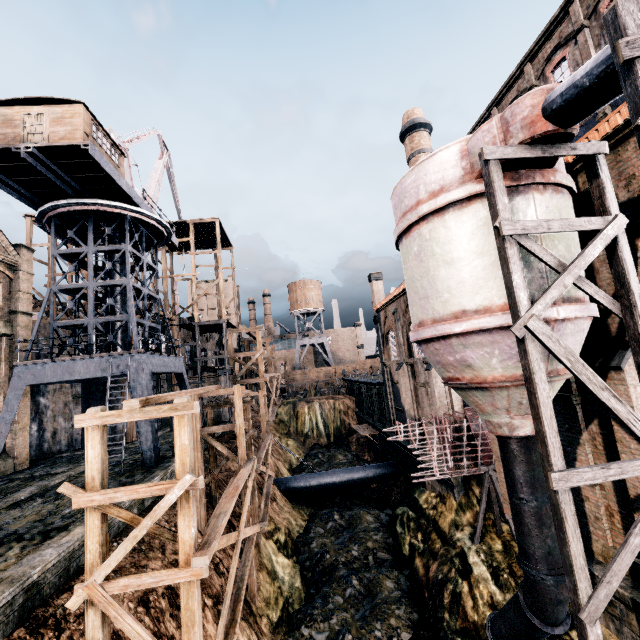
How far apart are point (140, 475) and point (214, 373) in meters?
17.9 m

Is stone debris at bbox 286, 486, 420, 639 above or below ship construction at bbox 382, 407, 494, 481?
below

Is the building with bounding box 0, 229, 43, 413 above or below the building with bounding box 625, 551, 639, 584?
above

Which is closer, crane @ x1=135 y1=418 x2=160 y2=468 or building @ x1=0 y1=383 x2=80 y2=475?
crane @ x1=135 y1=418 x2=160 y2=468

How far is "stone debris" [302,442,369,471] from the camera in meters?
37.0

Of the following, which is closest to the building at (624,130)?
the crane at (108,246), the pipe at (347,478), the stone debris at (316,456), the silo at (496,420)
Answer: the silo at (496,420)

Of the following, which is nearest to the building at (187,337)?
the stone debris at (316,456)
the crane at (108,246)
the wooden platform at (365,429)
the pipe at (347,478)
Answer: the crane at (108,246)
